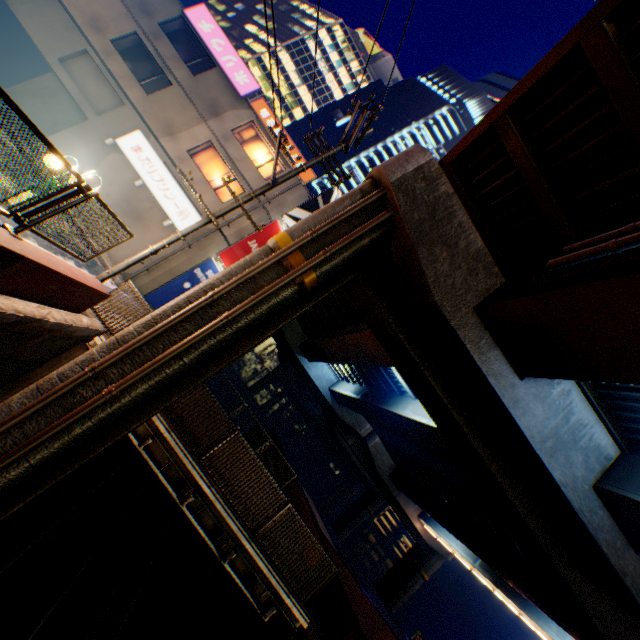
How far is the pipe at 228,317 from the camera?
6.8 meters

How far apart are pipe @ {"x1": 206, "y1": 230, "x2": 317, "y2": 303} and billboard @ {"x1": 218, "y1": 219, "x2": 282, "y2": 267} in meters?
12.7 m

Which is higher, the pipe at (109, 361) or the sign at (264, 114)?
the sign at (264, 114)

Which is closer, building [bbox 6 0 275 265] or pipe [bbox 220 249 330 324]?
pipe [bbox 220 249 330 324]

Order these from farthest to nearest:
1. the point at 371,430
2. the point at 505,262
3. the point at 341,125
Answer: the point at 341,125 < the point at 371,430 < the point at 505,262

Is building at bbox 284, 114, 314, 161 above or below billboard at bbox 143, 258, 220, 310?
above

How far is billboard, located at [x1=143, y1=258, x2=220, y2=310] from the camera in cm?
1805

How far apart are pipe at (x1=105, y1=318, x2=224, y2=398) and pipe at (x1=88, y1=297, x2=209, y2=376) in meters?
0.3 m
